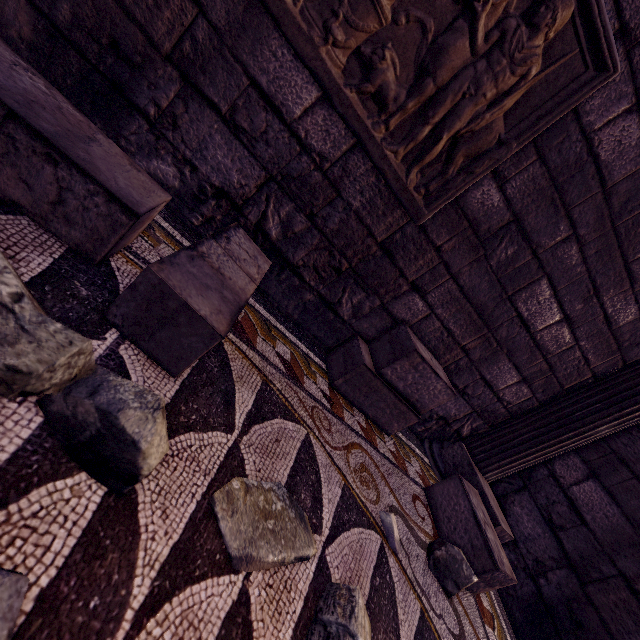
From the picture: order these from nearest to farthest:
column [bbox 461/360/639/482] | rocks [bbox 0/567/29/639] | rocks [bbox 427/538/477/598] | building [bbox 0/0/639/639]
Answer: rocks [bbox 0/567/29/639] → building [bbox 0/0/639/639] → rocks [bbox 427/538/477/598] → column [bbox 461/360/639/482]

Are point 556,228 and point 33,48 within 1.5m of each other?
no

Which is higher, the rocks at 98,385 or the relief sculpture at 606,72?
the relief sculpture at 606,72

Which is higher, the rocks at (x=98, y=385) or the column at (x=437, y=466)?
the rocks at (x=98, y=385)

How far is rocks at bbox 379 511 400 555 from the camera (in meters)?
1.49

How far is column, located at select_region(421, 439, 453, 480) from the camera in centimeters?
271cm

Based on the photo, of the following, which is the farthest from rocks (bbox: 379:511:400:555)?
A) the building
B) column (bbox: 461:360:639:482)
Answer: column (bbox: 461:360:639:482)

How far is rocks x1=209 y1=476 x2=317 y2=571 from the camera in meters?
0.9 m
